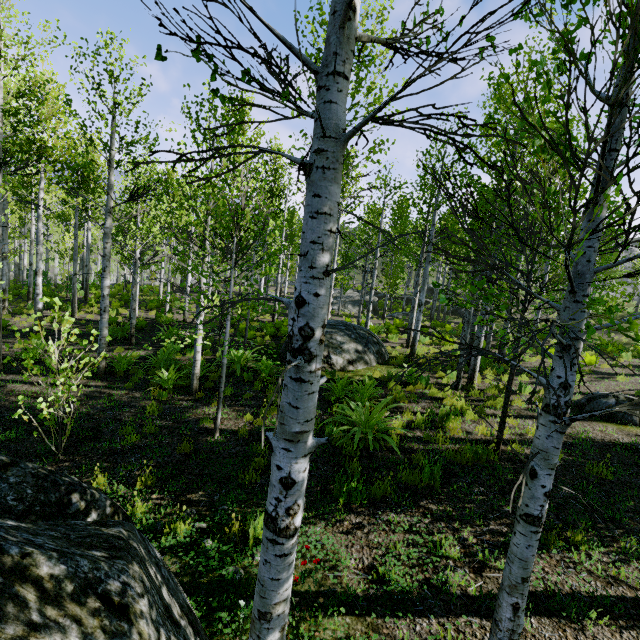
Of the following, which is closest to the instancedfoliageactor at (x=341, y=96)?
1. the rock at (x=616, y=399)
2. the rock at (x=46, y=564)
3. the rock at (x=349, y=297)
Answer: the rock at (x=46, y=564)

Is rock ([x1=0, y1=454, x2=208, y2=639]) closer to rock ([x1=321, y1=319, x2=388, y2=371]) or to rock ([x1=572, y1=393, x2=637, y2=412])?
rock ([x1=321, y1=319, x2=388, y2=371])

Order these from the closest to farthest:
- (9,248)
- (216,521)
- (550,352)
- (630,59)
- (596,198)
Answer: (630,59)
(596,198)
(216,521)
(550,352)
(9,248)

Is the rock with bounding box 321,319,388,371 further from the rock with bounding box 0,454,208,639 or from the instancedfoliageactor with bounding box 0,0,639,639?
the rock with bounding box 0,454,208,639

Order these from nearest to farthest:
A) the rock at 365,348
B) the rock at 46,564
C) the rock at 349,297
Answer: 1. the rock at 46,564
2. the rock at 365,348
3. the rock at 349,297

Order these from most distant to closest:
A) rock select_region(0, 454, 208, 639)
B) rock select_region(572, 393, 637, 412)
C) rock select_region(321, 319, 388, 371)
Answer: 1. rock select_region(321, 319, 388, 371)
2. rock select_region(572, 393, 637, 412)
3. rock select_region(0, 454, 208, 639)

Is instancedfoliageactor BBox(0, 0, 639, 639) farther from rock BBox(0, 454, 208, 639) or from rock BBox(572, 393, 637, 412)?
rock BBox(572, 393, 637, 412)

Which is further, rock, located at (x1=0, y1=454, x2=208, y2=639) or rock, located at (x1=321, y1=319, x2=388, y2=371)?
rock, located at (x1=321, y1=319, x2=388, y2=371)
